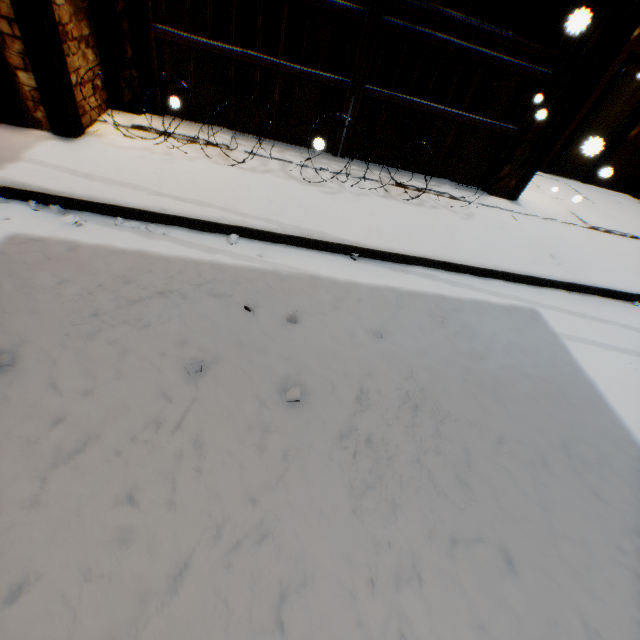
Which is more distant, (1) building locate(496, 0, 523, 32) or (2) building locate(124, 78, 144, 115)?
(1) building locate(496, 0, 523, 32)

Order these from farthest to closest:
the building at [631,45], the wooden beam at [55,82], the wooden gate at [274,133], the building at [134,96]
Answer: the building at [631,45] < the wooden gate at [274,133] < the building at [134,96] < the wooden beam at [55,82]

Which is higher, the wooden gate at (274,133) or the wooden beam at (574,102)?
the wooden beam at (574,102)

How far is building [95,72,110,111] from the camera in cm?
429

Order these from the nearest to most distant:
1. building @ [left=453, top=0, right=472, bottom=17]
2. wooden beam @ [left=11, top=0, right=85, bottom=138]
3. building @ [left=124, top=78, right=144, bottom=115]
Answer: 1. wooden beam @ [left=11, top=0, right=85, bottom=138]
2. building @ [left=124, top=78, right=144, bottom=115]
3. building @ [left=453, top=0, right=472, bottom=17]

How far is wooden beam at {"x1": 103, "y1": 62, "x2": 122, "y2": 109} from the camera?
4.4 meters

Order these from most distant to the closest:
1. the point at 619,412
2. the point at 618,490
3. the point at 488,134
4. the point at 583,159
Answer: the point at 583,159 → the point at 488,134 → the point at 619,412 → the point at 618,490
